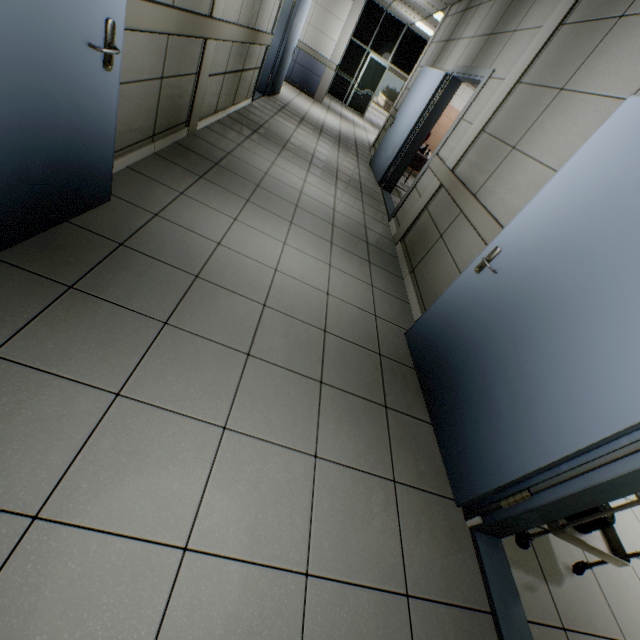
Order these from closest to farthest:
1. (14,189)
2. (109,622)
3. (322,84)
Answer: (109,622), (14,189), (322,84)

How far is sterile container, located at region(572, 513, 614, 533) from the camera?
1.8m

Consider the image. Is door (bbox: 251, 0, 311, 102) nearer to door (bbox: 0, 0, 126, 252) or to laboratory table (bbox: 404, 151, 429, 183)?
laboratory table (bbox: 404, 151, 429, 183)

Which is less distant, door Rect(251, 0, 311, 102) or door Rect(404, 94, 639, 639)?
door Rect(404, 94, 639, 639)

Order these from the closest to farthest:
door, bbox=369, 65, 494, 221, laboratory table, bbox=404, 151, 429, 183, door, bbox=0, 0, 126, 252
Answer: door, bbox=0, 0, 126, 252 < door, bbox=369, 65, 494, 221 < laboratory table, bbox=404, 151, 429, 183

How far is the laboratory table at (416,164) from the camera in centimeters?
627cm

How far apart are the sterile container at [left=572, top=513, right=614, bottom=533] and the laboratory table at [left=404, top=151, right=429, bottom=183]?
6.02m

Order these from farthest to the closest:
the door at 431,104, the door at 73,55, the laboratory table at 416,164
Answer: the laboratory table at 416,164 → the door at 431,104 → the door at 73,55
